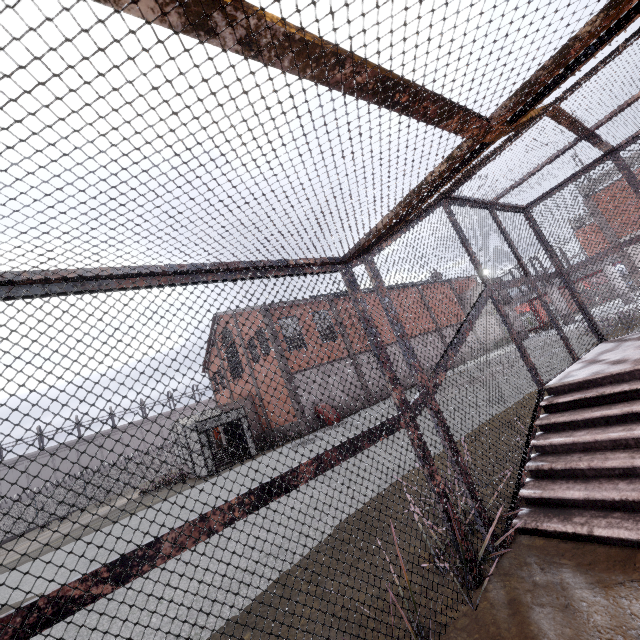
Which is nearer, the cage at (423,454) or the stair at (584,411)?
the cage at (423,454)

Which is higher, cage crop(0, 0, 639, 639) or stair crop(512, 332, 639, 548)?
cage crop(0, 0, 639, 639)

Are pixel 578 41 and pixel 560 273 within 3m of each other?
no

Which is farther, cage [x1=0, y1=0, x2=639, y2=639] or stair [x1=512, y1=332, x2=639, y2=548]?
stair [x1=512, y1=332, x2=639, y2=548]

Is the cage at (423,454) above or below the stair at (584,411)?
above
